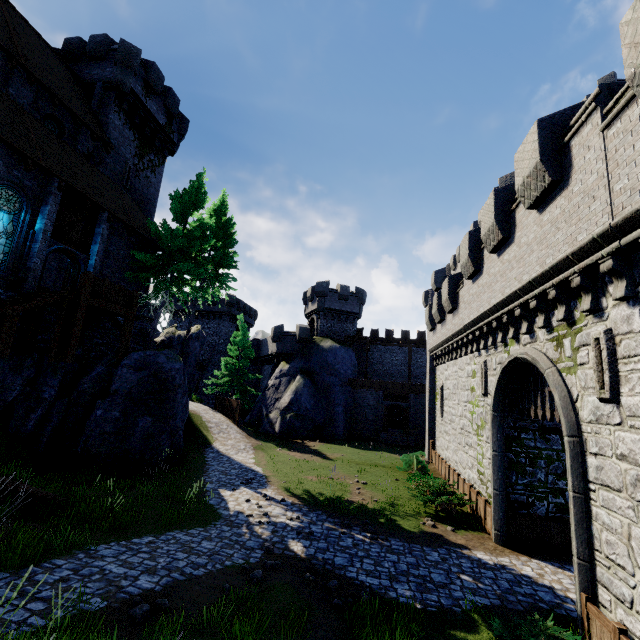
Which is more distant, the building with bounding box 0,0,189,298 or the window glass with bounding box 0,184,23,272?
the building with bounding box 0,0,189,298

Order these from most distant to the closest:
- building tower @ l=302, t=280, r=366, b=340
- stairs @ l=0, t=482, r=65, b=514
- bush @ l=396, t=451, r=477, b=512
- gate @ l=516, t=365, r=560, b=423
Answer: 1. building tower @ l=302, t=280, r=366, b=340
2. bush @ l=396, t=451, r=477, b=512
3. gate @ l=516, t=365, r=560, b=423
4. stairs @ l=0, t=482, r=65, b=514

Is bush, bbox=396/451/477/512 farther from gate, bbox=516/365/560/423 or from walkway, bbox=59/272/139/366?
walkway, bbox=59/272/139/366

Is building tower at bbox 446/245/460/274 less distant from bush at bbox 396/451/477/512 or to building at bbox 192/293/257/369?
bush at bbox 396/451/477/512

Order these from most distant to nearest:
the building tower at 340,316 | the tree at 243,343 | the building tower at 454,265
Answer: the building tower at 454,265, the building tower at 340,316, the tree at 243,343

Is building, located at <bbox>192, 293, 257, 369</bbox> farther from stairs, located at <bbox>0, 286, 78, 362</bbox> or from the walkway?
stairs, located at <bbox>0, 286, 78, 362</bbox>

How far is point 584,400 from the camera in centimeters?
738cm

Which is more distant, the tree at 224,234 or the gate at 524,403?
the tree at 224,234
